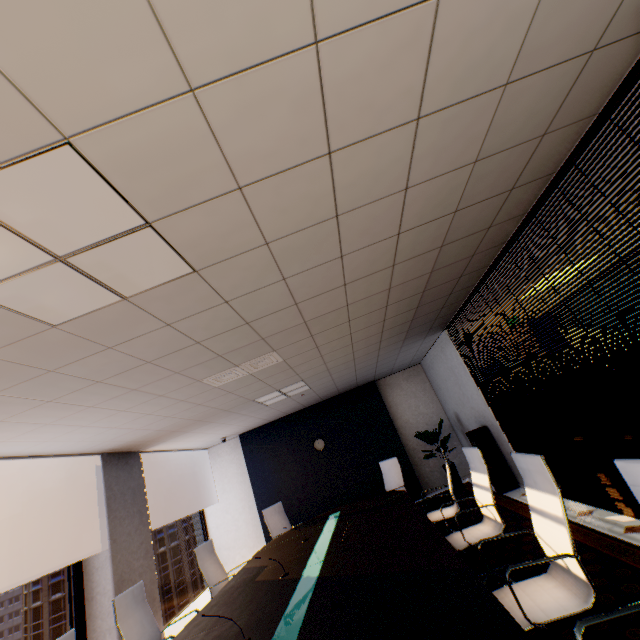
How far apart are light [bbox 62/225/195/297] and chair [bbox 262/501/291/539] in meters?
5.4

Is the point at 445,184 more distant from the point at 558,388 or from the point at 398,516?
the point at 398,516

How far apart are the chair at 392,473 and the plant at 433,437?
1.4m

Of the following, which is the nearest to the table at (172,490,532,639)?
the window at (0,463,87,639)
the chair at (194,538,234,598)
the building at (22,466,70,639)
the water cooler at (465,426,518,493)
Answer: the chair at (194,538,234,598)

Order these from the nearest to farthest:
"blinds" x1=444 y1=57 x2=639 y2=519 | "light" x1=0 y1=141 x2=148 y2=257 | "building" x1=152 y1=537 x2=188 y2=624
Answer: "light" x1=0 y1=141 x2=148 y2=257 → "blinds" x1=444 y1=57 x2=639 y2=519 → "building" x1=152 y1=537 x2=188 y2=624

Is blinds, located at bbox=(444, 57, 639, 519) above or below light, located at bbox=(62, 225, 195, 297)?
below

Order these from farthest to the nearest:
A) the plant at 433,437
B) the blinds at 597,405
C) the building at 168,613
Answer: the building at 168,613
the plant at 433,437
the blinds at 597,405

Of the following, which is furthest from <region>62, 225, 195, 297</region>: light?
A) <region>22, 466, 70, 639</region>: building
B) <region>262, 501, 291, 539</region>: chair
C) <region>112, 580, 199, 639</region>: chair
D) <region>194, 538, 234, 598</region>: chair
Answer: <region>22, 466, 70, 639</region>: building
